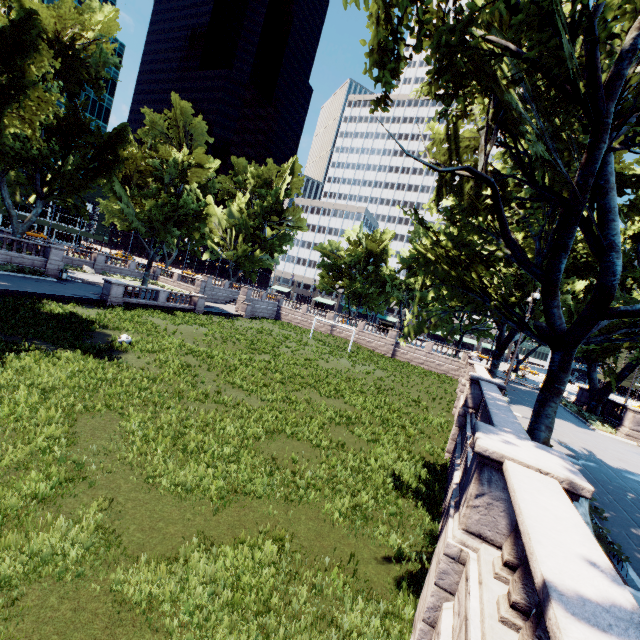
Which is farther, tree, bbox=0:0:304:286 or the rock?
tree, bbox=0:0:304:286

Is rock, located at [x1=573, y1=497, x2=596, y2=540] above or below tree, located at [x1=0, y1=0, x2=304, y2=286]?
below

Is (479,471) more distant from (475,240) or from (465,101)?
(475,240)

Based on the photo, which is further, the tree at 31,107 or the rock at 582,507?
the tree at 31,107

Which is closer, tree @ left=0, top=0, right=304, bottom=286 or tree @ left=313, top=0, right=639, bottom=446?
tree @ left=313, top=0, right=639, bottom=446

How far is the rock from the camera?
6.6 meters

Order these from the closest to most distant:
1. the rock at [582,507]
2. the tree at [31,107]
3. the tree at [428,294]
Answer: the rock at [582,507], the tree at [428,294], the tree at [31,107]
